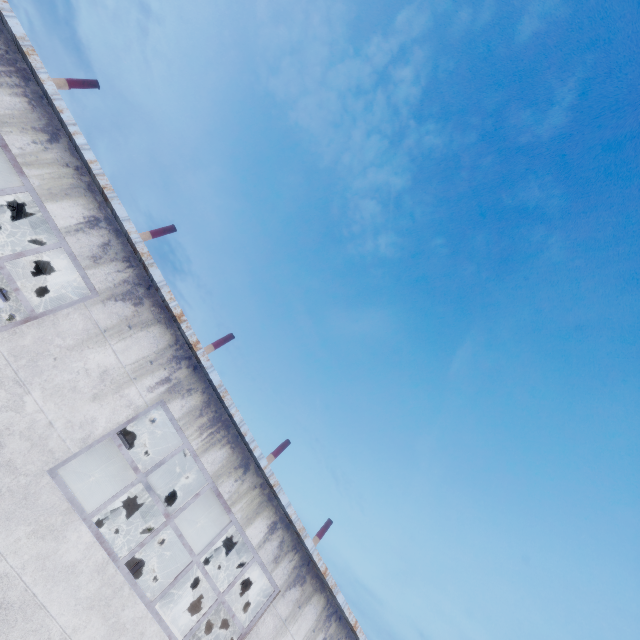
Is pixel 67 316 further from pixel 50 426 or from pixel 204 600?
pixel 204 600
